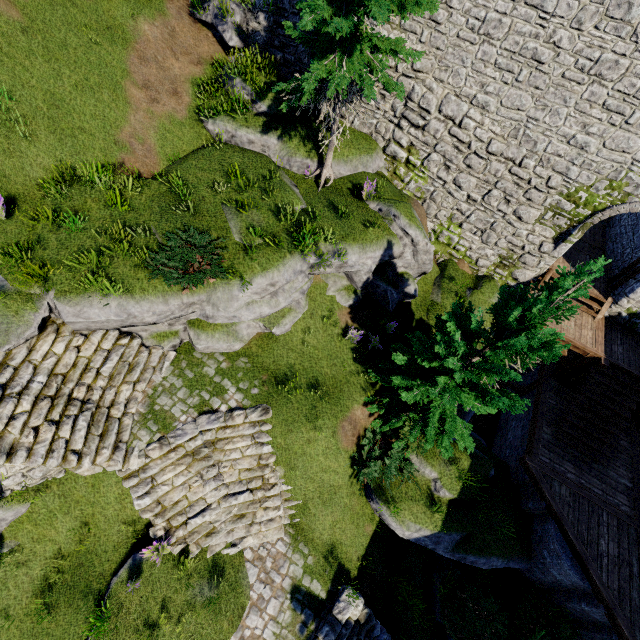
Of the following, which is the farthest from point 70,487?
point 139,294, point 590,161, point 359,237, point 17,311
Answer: point 590,161

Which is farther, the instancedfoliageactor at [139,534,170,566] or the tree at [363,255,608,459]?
the instancedfoliageactor at [139,534,170,566]

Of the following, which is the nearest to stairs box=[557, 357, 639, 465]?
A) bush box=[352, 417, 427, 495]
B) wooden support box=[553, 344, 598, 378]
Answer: wooden support box=[553, 344, 598, 378]

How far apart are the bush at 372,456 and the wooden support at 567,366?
6.9m

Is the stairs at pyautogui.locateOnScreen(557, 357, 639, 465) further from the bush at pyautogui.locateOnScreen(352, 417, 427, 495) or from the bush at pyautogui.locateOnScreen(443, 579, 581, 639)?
the bush at pyautogui.locateOnScreen(352, 417, 427, 495)

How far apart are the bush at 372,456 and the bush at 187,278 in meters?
7.1 m

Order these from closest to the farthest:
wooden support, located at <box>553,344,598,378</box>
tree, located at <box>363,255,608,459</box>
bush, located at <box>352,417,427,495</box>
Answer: tree, located at <box>363,255,608,459</box>
bush, located at <box>352,417,427,495</box>
wooden support, located at <box>553,344,598,378</box>

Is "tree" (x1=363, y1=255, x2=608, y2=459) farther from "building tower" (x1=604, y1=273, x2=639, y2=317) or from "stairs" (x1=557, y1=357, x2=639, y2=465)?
"stairs" (x1=557, y1=357, x2=639, y2=465)
